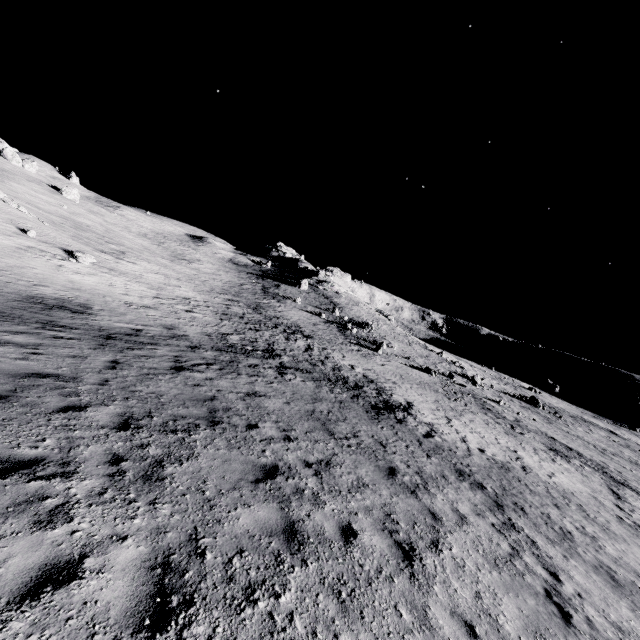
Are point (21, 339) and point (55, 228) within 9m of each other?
no
